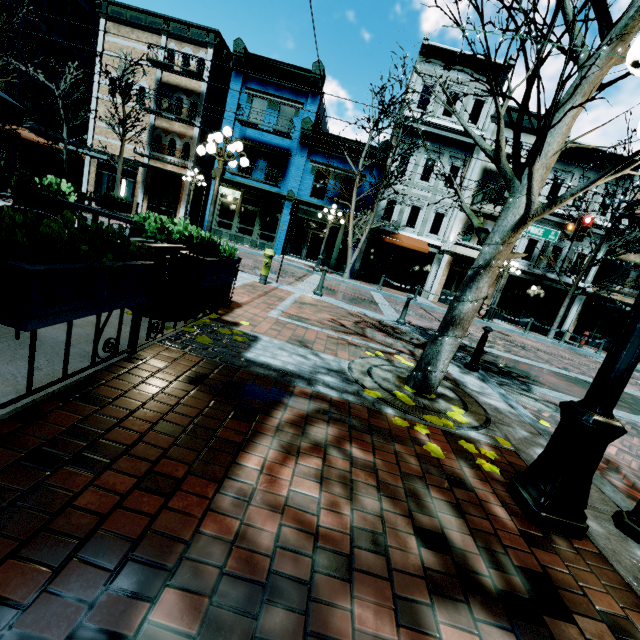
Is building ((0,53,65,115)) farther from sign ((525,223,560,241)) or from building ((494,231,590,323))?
sign ((525,223,560,241))

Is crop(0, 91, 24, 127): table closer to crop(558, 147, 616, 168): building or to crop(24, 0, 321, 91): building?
crop(558, 147, 616, 168): building

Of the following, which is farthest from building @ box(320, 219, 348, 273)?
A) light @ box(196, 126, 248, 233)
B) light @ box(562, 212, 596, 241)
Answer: light @ box(196, 126, 248, 233)

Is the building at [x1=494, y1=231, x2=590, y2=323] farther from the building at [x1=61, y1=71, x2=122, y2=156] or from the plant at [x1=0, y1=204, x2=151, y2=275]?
the plant at [x1=0, y1=204, x2=151, y2=275]

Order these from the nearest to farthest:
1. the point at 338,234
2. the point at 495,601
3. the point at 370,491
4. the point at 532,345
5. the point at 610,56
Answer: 1. the point at 495,601
2. the point at 370,491
3. the point at 610,56
4. the point at 532,345
5. the point at 338,234

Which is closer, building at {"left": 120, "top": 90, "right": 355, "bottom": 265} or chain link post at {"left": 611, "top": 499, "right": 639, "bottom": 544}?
chain link post at {"left": 611, "top": 499, "right": 639, "bottom": 544}

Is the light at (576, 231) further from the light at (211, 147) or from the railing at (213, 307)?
the railing at (213, 307)

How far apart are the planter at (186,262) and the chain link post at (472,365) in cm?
451
